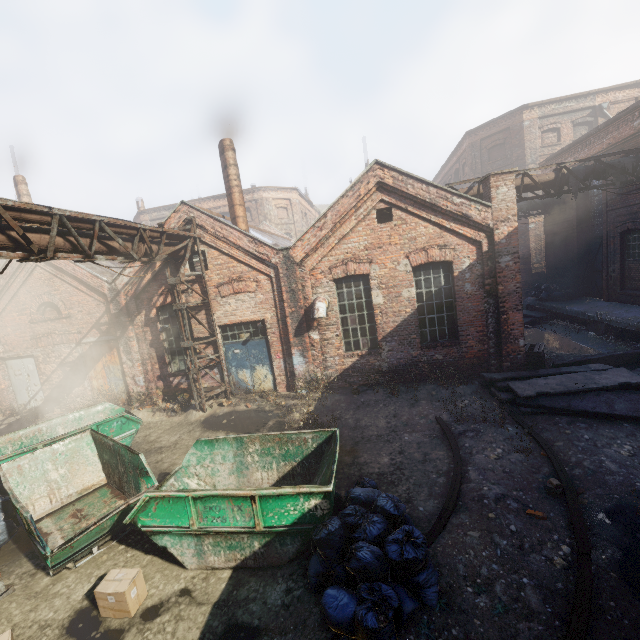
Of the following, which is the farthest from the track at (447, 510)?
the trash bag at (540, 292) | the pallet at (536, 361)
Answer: the trash bag at (540, 292)

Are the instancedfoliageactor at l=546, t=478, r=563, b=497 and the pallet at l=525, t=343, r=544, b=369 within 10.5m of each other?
yes

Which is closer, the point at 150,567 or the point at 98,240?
the point at 150,567

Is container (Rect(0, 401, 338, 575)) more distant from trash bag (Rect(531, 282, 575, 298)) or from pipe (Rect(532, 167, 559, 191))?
trash bag (Rect(531, 282, 575, 298))

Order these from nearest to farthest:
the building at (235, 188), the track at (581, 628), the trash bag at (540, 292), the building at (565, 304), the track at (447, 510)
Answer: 1. the track at (581, 628)
2. the track at (447, 510)
3. the building at (565, 304)
4. the building at (235, 188)
5. the trash bag at (540, 292)

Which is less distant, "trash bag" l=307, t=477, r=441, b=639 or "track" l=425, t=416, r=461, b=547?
"trash bag" l=307, t=477, r=441, b=639

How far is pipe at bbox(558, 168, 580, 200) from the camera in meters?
10.7 m

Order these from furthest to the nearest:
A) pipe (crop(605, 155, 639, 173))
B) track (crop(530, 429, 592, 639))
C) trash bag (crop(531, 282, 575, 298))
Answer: trash bag (crop(531, 282, 575, 298))
pipe (crop(605, 155, 639, 173))
track (crop(530, 429, 592, 639))
